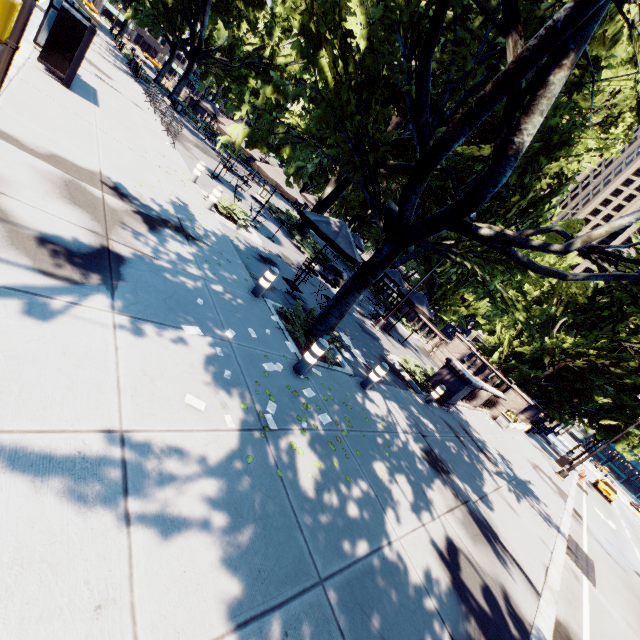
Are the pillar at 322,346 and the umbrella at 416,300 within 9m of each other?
no

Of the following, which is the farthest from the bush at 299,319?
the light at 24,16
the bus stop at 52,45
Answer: the bus stop at 52,45

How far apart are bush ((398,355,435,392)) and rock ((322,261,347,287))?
5.8m

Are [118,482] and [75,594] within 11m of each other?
yes

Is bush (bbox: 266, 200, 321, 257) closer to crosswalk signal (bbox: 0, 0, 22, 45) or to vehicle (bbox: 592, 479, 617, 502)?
crosswalk signal (bbox: 0, 0, 22, 45)

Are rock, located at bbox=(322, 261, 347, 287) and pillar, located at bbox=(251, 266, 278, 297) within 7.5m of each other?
no

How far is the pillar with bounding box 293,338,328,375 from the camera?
6.4 meters

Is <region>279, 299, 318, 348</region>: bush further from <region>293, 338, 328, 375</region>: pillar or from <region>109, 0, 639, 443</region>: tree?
<region>293, 338, 328, 375</region>: pillar
